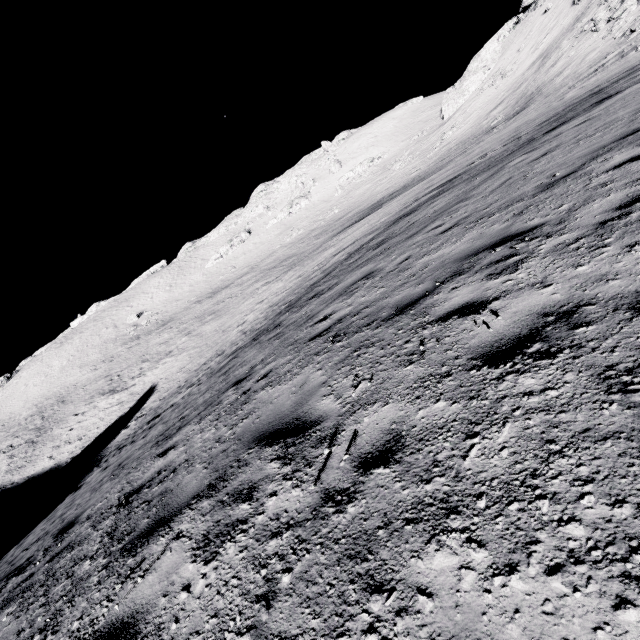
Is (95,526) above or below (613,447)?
below
